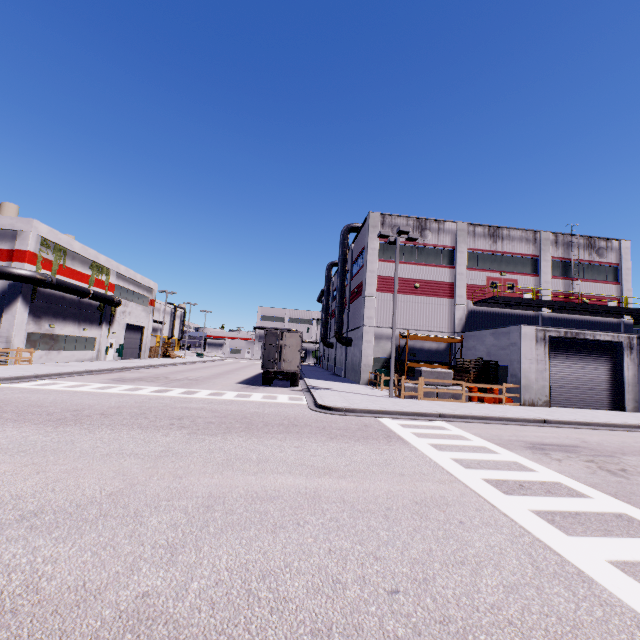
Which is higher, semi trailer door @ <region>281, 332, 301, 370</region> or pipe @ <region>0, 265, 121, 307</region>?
pipe @ <region>0, 265, 121, 307</region>

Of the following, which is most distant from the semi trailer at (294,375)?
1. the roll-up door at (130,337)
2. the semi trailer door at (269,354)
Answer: the roll-up door at (130,337)

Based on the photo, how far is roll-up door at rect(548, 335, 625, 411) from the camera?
20.0 meters

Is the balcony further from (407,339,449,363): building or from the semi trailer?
the semi trailer

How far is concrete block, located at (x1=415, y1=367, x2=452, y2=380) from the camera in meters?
19.0 m

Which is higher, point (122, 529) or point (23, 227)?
point (23, 227)

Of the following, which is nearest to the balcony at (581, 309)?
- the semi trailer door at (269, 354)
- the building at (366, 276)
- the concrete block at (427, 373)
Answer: the building at (366, 276)

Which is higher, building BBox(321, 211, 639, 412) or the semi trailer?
building BBox(321, 211, 639, 412)
